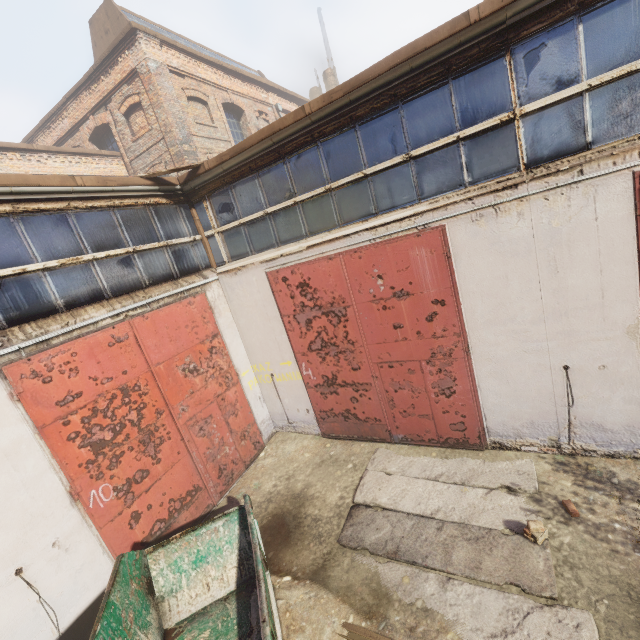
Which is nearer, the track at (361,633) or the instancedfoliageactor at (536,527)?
the track at (361,633)

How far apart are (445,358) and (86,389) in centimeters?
609cm

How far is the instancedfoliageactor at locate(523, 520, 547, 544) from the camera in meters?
4.3

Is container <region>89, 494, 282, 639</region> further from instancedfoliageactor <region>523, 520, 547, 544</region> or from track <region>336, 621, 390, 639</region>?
instancedfoliageactor <region>523, 520, 547, 544</region>

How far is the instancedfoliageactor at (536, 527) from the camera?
4.32m

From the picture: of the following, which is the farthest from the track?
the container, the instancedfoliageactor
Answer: the instancedfoliageactor

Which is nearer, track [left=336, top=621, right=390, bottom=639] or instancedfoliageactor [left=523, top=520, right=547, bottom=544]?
track [left=336, top=621, right=390, bottom=639]

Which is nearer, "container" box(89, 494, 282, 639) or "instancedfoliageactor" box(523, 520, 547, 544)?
"container" box(89, 494, 282, 639)
